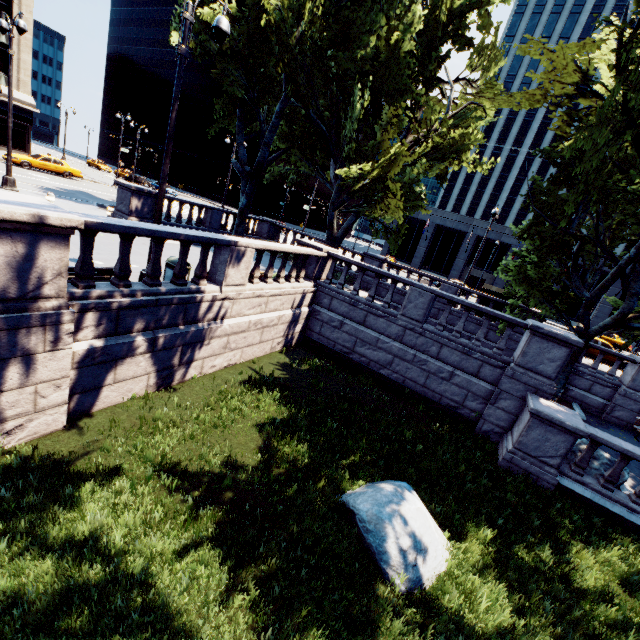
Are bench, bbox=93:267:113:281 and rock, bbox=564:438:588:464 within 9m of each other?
no

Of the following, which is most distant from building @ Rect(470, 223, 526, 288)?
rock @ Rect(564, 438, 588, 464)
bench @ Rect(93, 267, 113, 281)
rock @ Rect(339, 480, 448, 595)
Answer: bench @ Rect(93, 267, 113, 281)

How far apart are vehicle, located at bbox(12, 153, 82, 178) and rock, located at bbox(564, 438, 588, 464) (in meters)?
39.84

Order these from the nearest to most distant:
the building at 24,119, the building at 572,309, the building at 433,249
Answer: the building at 24,119 < the building at 572,309 < the building at 433,249

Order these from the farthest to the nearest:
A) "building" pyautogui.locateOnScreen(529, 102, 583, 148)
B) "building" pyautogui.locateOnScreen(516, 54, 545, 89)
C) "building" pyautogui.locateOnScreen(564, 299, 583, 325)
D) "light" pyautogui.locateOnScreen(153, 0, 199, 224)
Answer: "building" pyautogui.locateOnScreen(516, 54, 545, 89)
"building" pyautogui.locateOnScreen(529, 102, 583, 148)
"building" pyautogui.locateOnScreen(564, 299, 583, 325)
"light" pyautogui.locateOnScreen(153, 0, 199, 224)

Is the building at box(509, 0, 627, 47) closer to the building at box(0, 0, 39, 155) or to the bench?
the building at box(0, 0, 39, 155)

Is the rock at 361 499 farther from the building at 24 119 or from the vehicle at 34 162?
the building at 24 119

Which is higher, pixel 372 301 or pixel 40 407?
pixel 372 301
